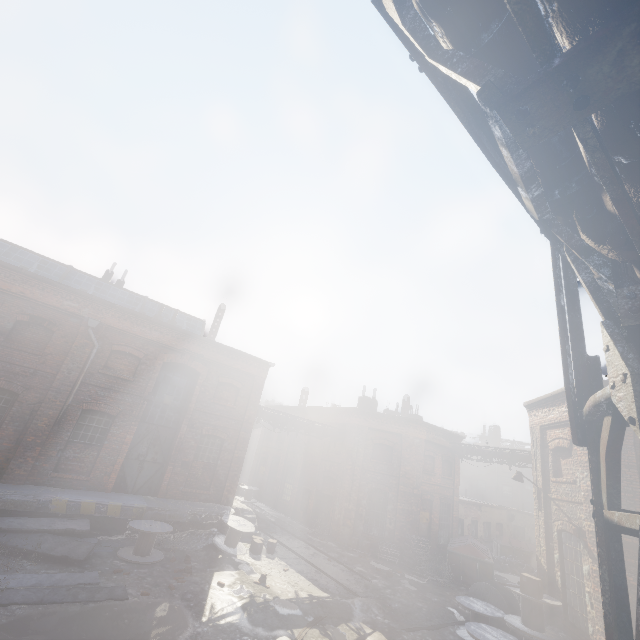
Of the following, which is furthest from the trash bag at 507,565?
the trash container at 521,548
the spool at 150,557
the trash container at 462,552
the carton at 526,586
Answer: the spool at 150,557

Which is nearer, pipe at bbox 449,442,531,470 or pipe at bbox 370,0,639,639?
pipe at bbox 370,0,639,639

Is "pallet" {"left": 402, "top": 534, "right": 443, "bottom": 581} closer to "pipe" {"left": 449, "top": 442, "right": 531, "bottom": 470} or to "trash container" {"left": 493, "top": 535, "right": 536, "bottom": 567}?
"pipe" {"left": 449, "top": 442, "right": 531, "bottom": 470}

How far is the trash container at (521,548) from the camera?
22.45m

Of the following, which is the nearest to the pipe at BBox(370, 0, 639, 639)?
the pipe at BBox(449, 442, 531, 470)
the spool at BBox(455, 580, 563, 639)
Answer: the spool at BBox(455, 580, 563, 639)

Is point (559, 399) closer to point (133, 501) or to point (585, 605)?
point (585, 605)

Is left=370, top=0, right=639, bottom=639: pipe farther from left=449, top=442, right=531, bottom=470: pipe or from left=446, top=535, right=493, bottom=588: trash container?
left=446, top=535, right=493, bottom=588: trash container

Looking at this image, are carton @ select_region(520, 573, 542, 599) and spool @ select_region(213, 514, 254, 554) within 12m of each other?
yes
